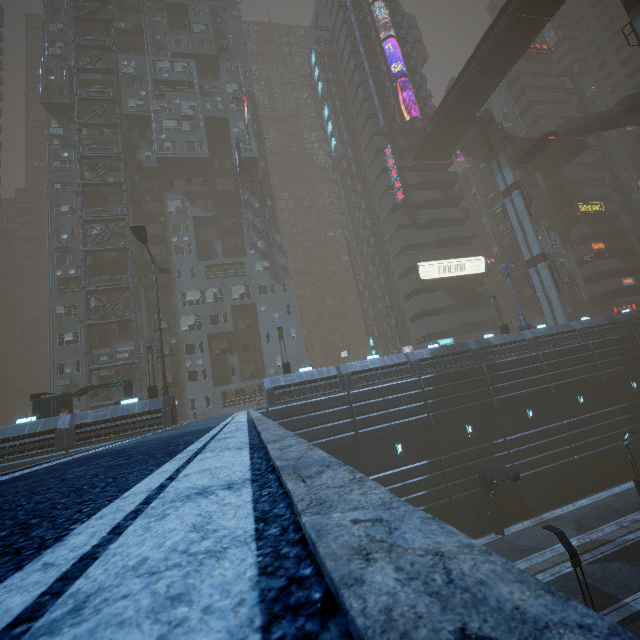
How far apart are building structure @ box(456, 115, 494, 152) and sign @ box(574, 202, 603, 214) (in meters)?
19.39

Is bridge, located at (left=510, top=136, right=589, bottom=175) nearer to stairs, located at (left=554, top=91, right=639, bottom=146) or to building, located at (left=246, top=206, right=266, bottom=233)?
stairs, located at (left=554, top=91, right=639, bottom=146)

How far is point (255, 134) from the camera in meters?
44.5 m

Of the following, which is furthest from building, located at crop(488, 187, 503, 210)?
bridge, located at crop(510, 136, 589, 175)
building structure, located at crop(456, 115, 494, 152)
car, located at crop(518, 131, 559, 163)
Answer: building structure, located at crop(456, 115, 494, 152)

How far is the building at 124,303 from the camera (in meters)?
33.75

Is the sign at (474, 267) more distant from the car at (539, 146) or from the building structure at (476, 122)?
the building structure at (476, 122)

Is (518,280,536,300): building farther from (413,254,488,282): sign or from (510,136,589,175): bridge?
(510,136,589,175): bridge

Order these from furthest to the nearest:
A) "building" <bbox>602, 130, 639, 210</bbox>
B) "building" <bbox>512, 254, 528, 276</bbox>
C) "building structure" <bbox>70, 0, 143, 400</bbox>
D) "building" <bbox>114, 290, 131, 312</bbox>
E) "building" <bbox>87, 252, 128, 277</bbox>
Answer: "building" <bbox>602, 130, 639, 210</bbox> < "building" <bbox>512, 254, 528, 276</bbox> < "building" <bbox>87, 252, 128, 277</bbox> < "building" <bbox>114, 290, 131, 312</bbox> < "building structure" <bbox>70, 0, 143, 400</bbox>
